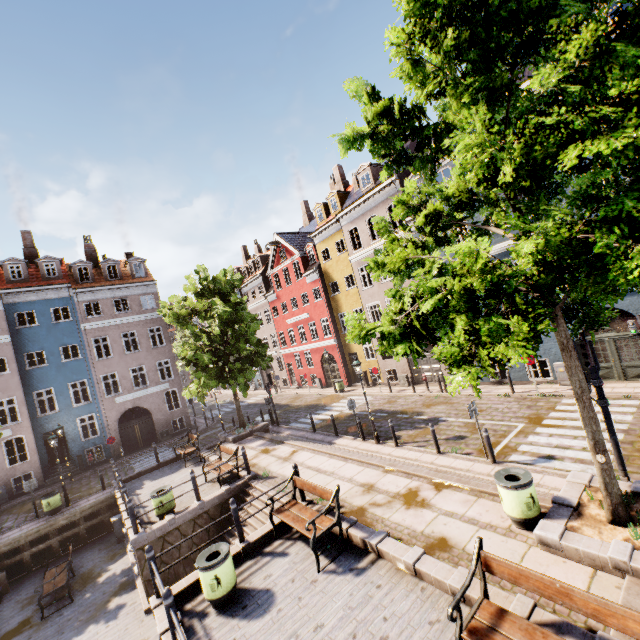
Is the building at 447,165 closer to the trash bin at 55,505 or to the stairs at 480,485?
the trash bin at 55,505

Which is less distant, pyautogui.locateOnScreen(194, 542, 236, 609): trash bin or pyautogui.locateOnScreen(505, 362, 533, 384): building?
pyautogui.locateOnScreen(194, 542, 236, 609): trash bin

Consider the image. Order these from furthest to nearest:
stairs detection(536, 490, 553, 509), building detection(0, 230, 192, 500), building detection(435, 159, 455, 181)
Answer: building detection(0, 230, 192, 500), building detection(435, 159, 455, 181), stairs detection(536, 490, 553, 509)

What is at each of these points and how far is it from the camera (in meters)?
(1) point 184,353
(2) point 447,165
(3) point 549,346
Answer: (1) tree, 18.27
(2) building, 17.81
(3) building, 15.64

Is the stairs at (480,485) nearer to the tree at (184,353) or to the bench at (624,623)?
the tree at (184,353)

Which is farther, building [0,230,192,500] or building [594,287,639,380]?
building [0,230,192,500]

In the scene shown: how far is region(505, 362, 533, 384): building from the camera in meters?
16.6

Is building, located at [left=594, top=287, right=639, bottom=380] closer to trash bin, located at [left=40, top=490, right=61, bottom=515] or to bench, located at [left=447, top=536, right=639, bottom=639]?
trash bin, located at [left=40, top=490, right=61, bottom=515]
